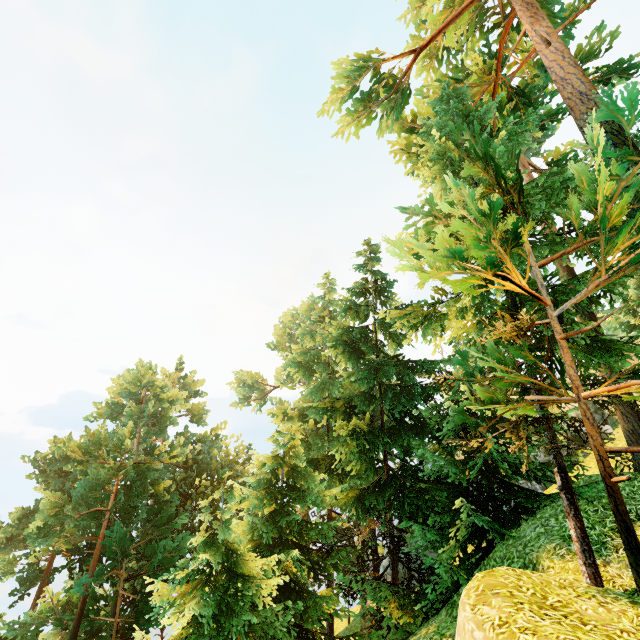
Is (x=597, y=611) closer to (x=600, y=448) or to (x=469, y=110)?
(x=600, y=448)
